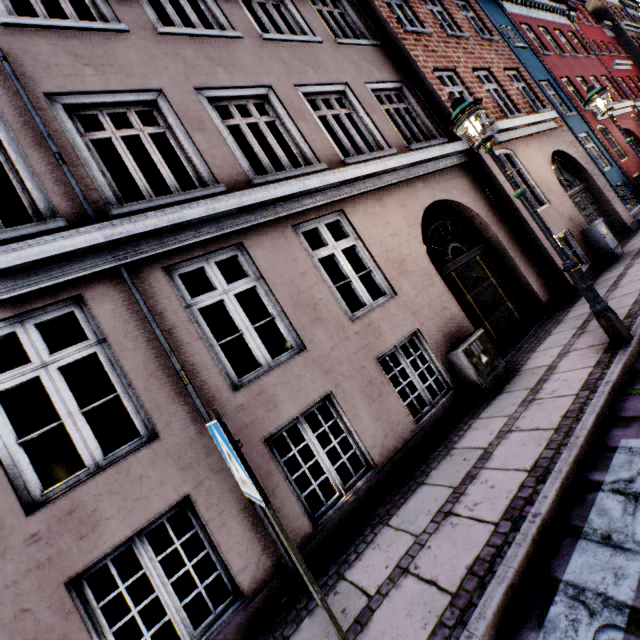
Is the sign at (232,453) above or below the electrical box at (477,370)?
above

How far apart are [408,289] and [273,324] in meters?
6.7

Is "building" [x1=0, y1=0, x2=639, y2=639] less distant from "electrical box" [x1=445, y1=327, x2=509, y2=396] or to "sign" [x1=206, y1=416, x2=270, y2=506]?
"electrical box" [x1=445, y1=327, x2=509, y2=396]

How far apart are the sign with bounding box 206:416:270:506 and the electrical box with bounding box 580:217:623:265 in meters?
10.0 m

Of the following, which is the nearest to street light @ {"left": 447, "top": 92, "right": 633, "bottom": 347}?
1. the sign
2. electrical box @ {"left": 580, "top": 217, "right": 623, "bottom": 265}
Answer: electrical box @ {"left": 580, "top": 217, "right": 623, "bottom": 265}

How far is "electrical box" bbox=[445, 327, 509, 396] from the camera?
5.1m

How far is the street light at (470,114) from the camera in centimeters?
406cm

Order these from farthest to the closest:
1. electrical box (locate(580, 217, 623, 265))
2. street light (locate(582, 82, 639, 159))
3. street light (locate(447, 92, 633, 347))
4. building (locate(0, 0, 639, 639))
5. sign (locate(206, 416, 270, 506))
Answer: electrical box (locate(580, 217, 623, 265)) → street light (locate(582, 82, 639, 159)) → street light (locate(447, 92, 633, 347)) → building (locate(0, 0, 639, 639)) → sign (locate(206, 416, 270, 506))
